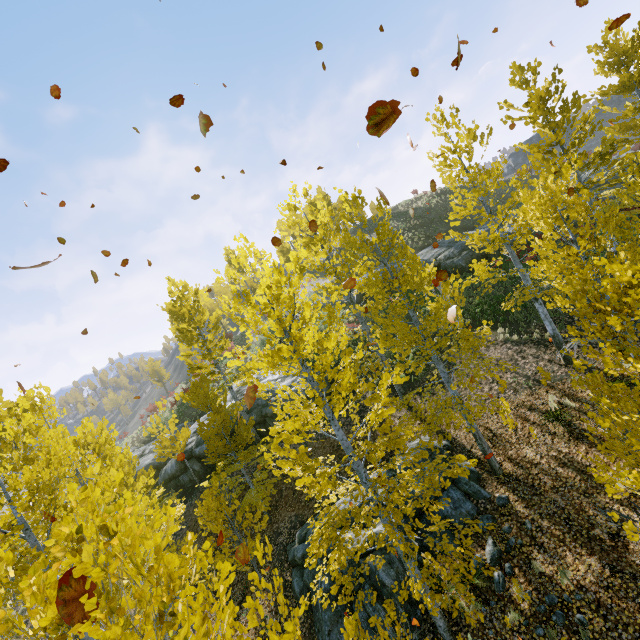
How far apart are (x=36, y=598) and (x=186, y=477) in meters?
19.2 m

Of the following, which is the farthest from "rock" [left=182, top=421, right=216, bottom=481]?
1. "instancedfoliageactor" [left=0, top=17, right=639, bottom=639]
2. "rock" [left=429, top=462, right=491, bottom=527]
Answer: "instancedfoliageactor" [left=0, top=17, right=639, bottom=639]

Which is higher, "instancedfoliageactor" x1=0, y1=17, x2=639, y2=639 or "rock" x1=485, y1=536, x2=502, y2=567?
"instancedfoliageactor" x1=0, y1=17, x2=639, y2=639

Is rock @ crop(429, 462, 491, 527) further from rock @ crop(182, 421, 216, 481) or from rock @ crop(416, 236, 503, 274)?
rock @ crop(416, 236, 503, 274)

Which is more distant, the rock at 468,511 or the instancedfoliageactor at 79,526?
the rock at 468,511

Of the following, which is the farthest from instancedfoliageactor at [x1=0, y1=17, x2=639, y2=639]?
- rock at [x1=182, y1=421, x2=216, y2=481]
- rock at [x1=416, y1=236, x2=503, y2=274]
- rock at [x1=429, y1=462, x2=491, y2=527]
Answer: rock at [x1=416, y1=236, x2=503, y2=274]

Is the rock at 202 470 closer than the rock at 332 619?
No

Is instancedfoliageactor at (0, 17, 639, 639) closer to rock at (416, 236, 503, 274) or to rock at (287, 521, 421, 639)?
rock at (287, 521, 421, 639)
